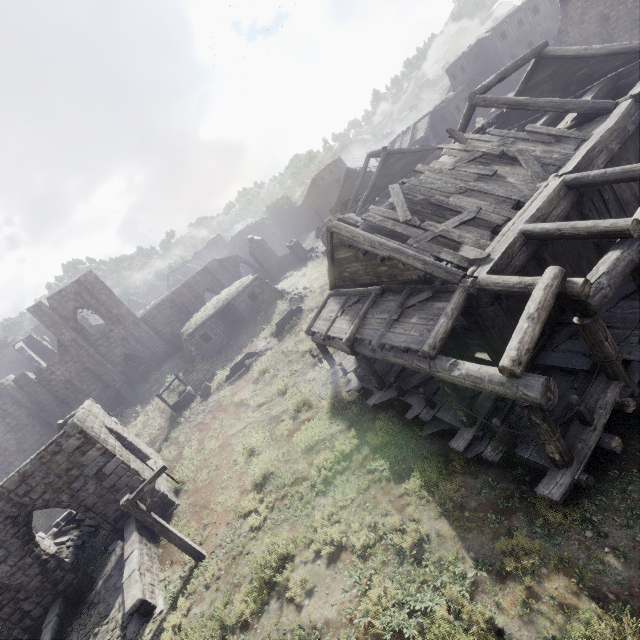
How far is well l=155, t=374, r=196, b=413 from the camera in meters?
22.5 m

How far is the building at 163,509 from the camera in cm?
1389

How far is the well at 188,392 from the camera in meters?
22.5 m

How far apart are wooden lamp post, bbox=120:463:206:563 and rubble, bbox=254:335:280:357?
12.84m

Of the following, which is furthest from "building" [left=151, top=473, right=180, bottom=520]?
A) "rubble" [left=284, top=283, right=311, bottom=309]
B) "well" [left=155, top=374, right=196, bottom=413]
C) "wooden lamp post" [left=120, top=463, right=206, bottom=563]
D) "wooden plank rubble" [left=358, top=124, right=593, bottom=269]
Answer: "rubble" [left=284, top=283, right=311, bottom=309]

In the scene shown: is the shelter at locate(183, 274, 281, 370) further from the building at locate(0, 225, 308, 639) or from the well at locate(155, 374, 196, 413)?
the well at locate(155, 374, 196, 413)

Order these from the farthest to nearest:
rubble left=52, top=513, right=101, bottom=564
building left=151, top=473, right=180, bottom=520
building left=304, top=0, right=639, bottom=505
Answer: rubble left=52, top=513, right=101, bottom=564, building left=151, top=473, right=180, bottom=520, building left=304, top=0, right=639, bottom=505

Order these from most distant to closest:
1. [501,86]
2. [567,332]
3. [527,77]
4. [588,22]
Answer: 1. [501,86]
2. [588,22]
3. [527,77]
4. [567,332]
